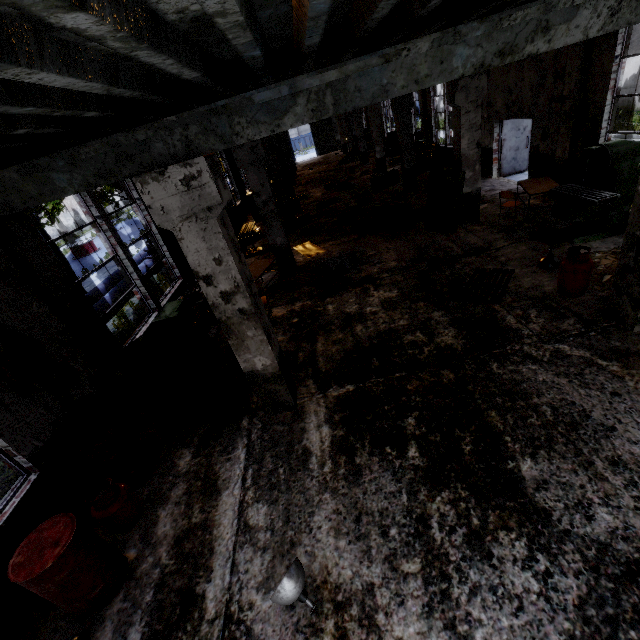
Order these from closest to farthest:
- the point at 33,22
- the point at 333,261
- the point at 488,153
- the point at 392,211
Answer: the point at 33,22, the point at 333,261, the point at 392,211, the point at 488,153

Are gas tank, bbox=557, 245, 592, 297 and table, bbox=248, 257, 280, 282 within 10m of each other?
yes

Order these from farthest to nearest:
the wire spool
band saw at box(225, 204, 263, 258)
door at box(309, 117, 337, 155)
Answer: door at box(309, 117, 337, 155) < the wire spool < band saw at box(225, 204, 263, 258)

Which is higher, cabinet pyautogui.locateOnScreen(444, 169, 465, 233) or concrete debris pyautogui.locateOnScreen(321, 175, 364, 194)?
cabinet pyautogui.locateOnScreen(444, 169, 465, 233)

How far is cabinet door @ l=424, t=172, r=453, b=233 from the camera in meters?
9.3

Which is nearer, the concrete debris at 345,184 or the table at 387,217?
the table at 387,217

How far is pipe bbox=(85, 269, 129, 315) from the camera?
9.12m

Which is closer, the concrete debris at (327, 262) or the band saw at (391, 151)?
the concrete debris at (327, 262)
